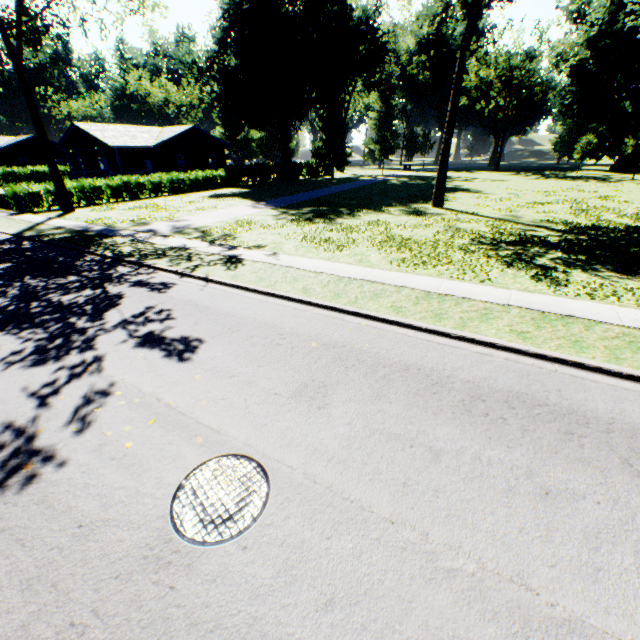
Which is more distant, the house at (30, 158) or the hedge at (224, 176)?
the house at (30, 158)

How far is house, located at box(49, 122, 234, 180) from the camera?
33.6m

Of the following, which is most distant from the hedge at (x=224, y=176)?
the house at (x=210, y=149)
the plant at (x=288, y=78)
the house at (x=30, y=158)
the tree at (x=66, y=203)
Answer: the house at (x=30, y=158)

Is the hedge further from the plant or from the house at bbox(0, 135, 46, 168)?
Result: the house at bbox(0, 135, 46, 168)

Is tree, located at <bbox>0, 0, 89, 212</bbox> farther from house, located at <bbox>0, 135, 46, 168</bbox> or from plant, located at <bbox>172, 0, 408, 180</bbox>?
house, located at <bbox>0, 135, 46, 168</bbox>

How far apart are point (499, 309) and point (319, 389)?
5.2 meters

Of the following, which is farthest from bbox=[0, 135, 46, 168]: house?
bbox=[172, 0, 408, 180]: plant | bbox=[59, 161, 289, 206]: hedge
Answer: bbox=[59, 161, 289, 206]: hedge

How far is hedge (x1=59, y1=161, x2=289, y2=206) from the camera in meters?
26.5
